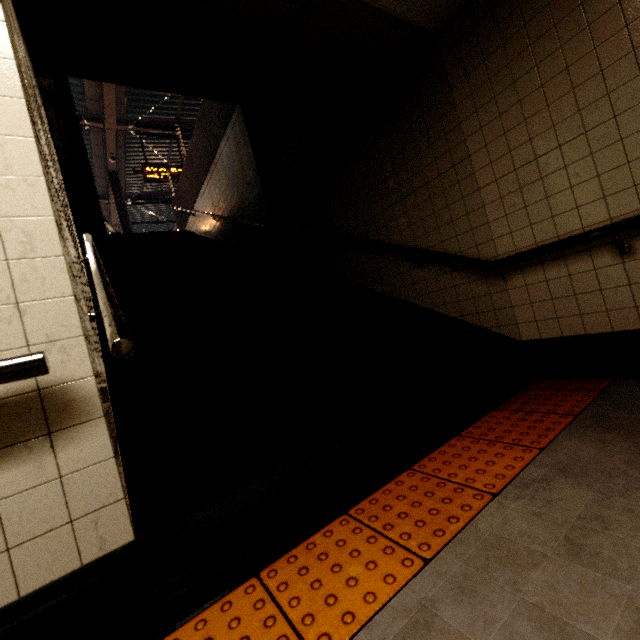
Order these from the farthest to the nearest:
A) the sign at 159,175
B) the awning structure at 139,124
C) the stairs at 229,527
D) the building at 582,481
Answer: the sign at 159,175
the awning structure at 139,124
the stairs at 229,527
the building at 582,481

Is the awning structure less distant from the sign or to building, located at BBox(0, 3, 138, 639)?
the sign

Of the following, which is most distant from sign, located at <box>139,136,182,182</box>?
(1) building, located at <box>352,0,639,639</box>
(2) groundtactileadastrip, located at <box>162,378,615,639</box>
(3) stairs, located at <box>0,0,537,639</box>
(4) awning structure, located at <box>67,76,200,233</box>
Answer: (2) groundtactileadastrip, located at <box>162,378,615,639</box>

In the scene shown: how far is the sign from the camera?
10.38m

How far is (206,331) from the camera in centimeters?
300cm

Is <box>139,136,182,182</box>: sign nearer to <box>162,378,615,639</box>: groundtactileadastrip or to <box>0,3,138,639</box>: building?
<box>0,3,138,639</box>: building

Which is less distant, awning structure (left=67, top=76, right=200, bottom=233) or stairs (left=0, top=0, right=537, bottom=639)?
stairs (left=0, top=0, right=537, bottom=639)

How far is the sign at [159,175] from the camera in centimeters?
1038cm
